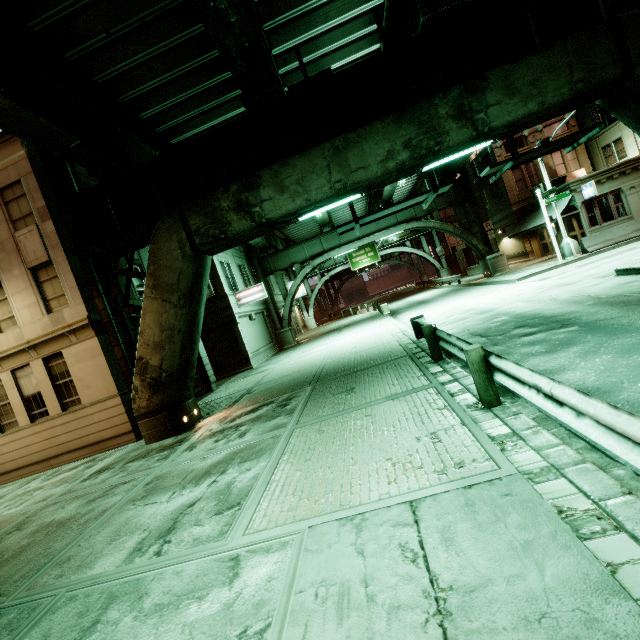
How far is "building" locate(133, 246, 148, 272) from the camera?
15.26m

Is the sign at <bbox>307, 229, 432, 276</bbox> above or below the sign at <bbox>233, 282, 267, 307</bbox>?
above

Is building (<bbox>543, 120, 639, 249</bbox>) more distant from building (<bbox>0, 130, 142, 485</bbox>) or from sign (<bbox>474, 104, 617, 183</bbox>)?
building (<bbox>0, 130, 142, 485</bbox>)

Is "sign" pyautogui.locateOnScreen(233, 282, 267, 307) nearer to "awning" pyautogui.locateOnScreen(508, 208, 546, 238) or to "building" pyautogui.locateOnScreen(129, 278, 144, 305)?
"building" pyautogui.locateOnScreen(129, 278, 144, 305)

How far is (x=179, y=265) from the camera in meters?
10.1 m

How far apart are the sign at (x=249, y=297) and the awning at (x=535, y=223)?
20.64m

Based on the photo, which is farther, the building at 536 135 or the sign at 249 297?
the building at 536 135

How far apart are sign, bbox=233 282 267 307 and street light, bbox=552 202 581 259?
19.5m
